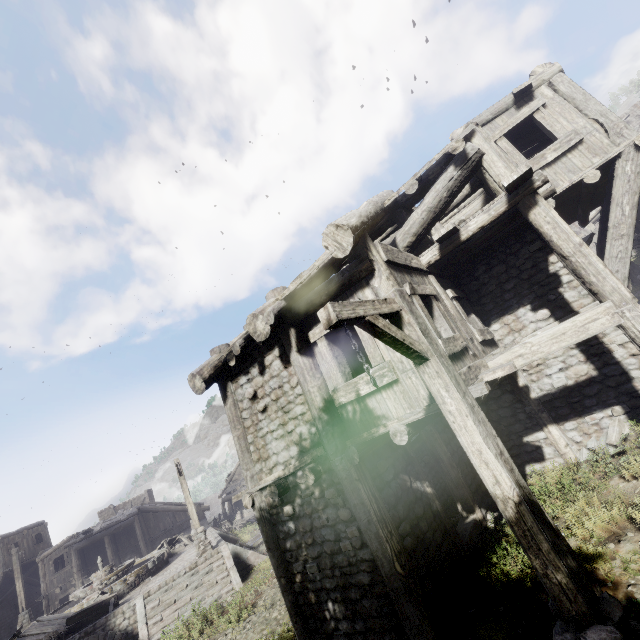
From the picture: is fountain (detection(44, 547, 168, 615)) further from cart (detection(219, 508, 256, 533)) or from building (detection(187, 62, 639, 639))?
building (detection(187, 62, 639, 639))

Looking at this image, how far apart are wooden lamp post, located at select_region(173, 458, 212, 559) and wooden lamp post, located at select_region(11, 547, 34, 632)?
13.0m

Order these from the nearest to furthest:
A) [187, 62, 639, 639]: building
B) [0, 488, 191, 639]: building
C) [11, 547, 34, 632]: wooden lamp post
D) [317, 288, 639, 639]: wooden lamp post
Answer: [317, 288, 639, 639]: wooden lamp post, [187, 62, 639, 639]: building, [11, 547, 34, 632]: wooden lamp post, [0, 488, 191, 639]: building

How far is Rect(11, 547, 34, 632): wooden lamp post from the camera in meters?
19.1

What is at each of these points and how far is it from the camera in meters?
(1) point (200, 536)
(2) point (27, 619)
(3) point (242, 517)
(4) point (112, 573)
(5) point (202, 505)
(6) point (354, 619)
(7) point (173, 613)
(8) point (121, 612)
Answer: (1) wooden lamp post, 15.9
(2) wooden lamp post, 19.2
(3) cart, 28.7
(4) fountain, 17.0
(5) building, 32.2
(6) building, 5.5
(7) stairs, 13.2
(8) building base, 13.3

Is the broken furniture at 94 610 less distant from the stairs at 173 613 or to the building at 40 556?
the stairs at 173 613

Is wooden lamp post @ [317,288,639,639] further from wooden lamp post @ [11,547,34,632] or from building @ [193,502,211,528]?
wooden lamp post @ [11,547,34,632]

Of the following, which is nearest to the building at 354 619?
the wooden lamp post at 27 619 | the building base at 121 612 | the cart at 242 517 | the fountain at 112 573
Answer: the cart at 242 517
